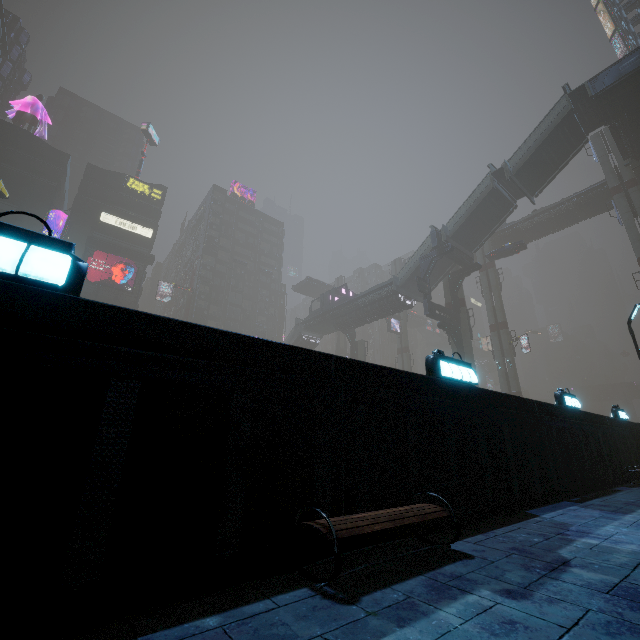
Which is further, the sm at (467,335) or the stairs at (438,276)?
Answer: the stairs at (438,276)

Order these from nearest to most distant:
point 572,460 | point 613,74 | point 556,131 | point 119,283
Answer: point 572,460
point 613,74
point 556,131
point 119,283

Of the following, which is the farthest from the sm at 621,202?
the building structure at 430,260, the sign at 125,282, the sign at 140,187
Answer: the sign at 140,187

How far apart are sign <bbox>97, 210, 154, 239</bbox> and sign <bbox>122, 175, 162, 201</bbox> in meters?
5.6 m

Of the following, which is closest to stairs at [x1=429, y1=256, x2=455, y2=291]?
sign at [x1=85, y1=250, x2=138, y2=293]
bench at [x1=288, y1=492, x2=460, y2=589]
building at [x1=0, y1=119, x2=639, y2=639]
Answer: building at [x1=0, y1=119, x2=639, y2=639]

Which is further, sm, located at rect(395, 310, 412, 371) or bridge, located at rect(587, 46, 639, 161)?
sm, located at rect(395, 310, 412, 371)

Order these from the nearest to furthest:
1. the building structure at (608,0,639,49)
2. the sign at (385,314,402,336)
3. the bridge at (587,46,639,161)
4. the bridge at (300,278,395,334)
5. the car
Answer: the bridge at (587,46,639,161) < the bridge at (300,278,395,334) < the car < the building structure at (608,0,639,49) < the sign at (385,314,402,336)

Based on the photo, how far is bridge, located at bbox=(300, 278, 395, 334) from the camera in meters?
37.5
